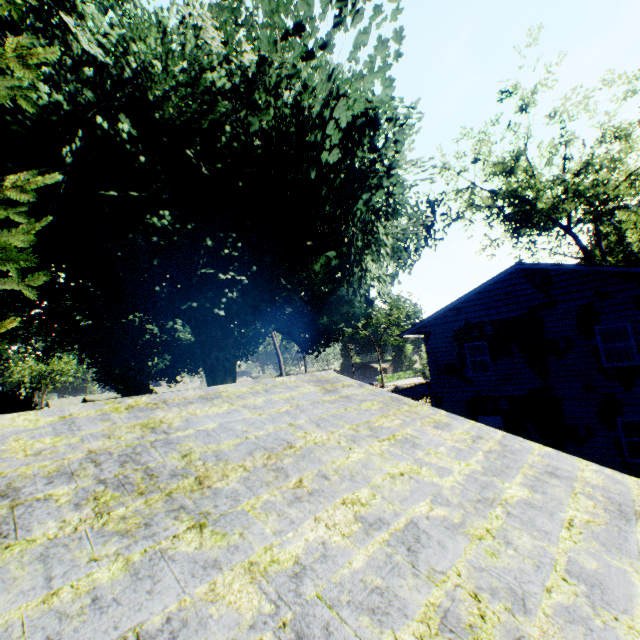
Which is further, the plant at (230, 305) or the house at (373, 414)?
the plant at (230, 305)

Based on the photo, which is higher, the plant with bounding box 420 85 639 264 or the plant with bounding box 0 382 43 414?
the plant with bounding box 420 85 639 264

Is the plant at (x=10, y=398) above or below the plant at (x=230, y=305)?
below

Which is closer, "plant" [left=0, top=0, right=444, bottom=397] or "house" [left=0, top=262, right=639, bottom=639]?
"house" [left=0, top=262, right=639, bottom=639]

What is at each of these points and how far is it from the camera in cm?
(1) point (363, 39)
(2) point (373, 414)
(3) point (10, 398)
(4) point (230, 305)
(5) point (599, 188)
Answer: (1) plant, 970
(2) house, 371
(3) plant, 1628
(4) plant, 1589
(5) plant, 2688

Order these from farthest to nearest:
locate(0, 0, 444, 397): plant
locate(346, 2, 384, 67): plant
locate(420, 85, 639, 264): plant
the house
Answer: locate(420, 85, 639, 264): plant < locate(346, 2, 384, 67): plant < locate(0, 0, 444, 397): plant < the house

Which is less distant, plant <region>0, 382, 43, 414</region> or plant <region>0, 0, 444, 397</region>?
plant <region>0, 0, 444, 397</region>
